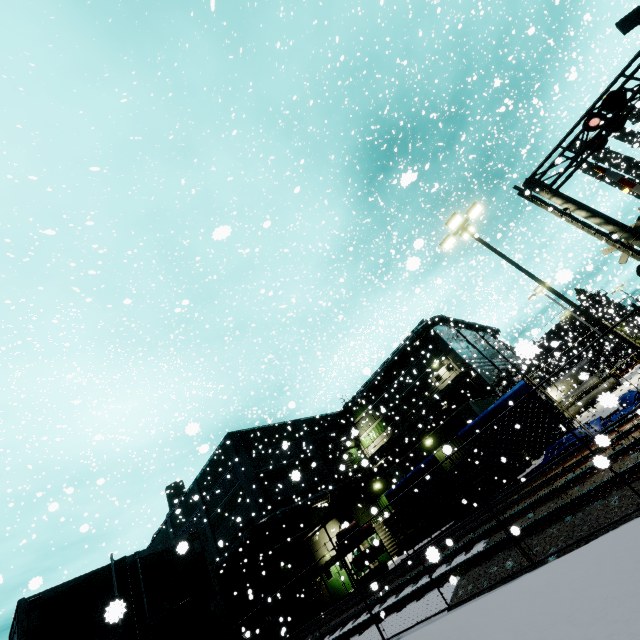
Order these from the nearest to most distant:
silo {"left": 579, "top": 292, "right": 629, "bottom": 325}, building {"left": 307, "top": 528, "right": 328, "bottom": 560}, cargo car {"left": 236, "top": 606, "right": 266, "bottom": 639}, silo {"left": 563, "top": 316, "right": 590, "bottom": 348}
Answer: cargo car {"left": 236, "top": 606, "right": 266, "bottom": 639} < building {"left": 307, "top": 528, "right": 328, "bottom": 560} < silo {"left": 579, "top": 292, "right": 629, "bottom": 325} < silo {"left": 563, "top": 316, "right": 590, "bottom": 348}

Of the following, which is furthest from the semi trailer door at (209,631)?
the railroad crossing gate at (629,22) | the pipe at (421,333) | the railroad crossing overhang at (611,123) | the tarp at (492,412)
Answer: the railroad crossing overhang at (611,123)

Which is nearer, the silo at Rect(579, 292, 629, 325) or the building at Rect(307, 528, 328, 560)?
the building at Rect(307, 528, 328, 560)

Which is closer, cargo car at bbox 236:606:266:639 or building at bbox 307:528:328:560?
cargo car at bbox 236:606:266:639

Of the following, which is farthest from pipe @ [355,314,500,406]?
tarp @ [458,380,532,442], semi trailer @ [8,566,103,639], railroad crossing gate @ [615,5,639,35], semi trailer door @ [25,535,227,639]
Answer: railroad crossing gate @ [615,5,639,35]

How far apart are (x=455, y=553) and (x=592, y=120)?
16.0m

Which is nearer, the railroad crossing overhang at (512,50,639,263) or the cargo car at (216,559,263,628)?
the railroad crossing overhang at (512,50,639,263)

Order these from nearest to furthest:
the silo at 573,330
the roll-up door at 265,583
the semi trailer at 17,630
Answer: the semi trailer at 17,630 < the roll-up door at 265,583 < the silo at 573,330
